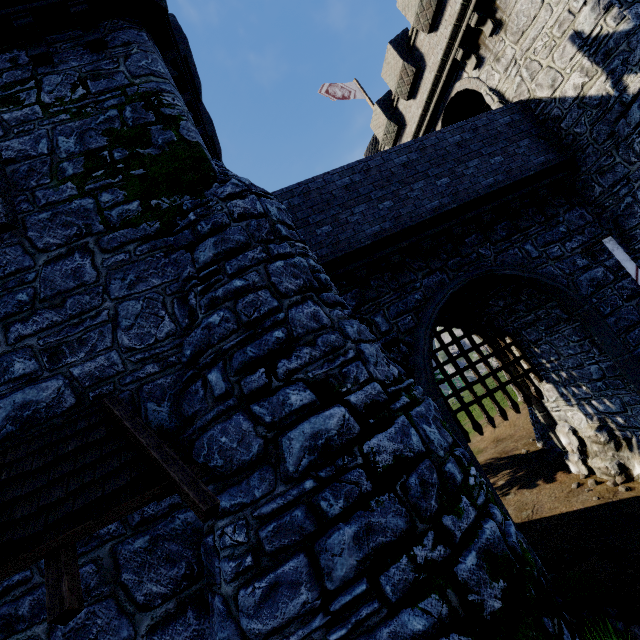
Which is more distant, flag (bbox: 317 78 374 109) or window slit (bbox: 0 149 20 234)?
flag (bbox: 317 78 374 109)

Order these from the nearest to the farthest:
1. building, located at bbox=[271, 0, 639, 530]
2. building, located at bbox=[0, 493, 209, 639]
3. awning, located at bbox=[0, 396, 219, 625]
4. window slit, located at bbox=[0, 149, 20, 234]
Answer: awning, located at bbox=[0, 396, 219, 625] → building, located at bbox=[0, 493, 209, 639] → window slit, located at bbox=[0, 149, 20, 234] → building, located at bbox=[271, 0, 639, 530]

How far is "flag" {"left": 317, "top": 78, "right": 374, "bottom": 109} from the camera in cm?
1770

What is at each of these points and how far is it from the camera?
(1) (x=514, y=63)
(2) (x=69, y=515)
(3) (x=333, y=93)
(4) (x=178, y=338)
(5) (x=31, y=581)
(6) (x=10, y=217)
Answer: (1) building, 9.91m
(2) awning, 3.06m
(3) flag, 17.84m
(4) building, 4.49m
(5) building, 3.58m
(6) window slit, 4.91m

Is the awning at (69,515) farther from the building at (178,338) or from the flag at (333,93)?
the flag at (333,93)

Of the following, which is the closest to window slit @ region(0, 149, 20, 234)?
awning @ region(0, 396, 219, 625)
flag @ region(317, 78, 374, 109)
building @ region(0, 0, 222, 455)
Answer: building @ region(0, 0, 222, 455)

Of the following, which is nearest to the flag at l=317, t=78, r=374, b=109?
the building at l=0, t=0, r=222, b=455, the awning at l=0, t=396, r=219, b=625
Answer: the building at l=0, t=0, r=222, b=455

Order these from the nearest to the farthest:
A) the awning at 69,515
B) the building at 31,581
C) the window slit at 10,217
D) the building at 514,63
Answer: the awning at 69,515 → the building at 31,581 → the window slit at 10,217 → the building at 514,63
